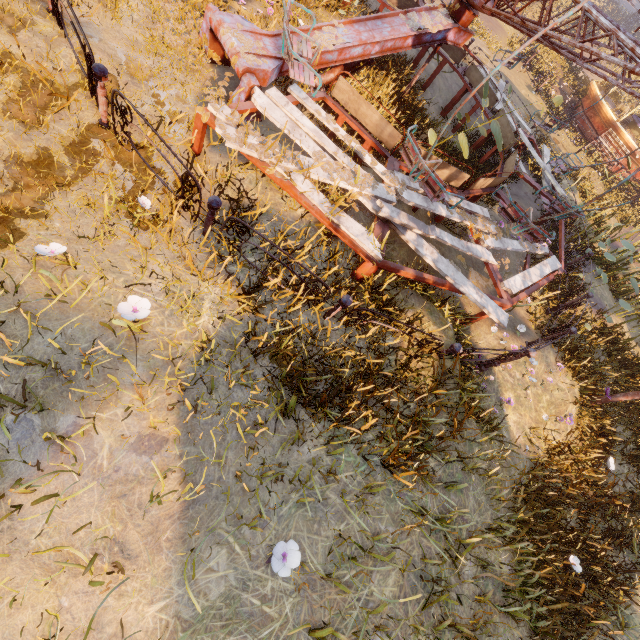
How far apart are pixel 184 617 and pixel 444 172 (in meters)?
7.48

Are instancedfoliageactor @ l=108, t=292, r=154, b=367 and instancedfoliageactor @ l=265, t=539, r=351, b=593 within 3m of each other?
yes

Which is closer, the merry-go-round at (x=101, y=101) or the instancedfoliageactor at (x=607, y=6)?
the merry-go-round at (x=101, y=101)

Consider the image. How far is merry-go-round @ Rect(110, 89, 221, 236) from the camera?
3.7 meters

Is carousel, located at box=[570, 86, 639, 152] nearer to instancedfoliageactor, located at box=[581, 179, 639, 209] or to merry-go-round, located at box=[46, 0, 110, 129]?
instancedfoliageactor, located at box=[581, 179, 639, 209]

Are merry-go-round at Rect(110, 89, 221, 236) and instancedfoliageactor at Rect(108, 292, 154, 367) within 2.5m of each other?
yes

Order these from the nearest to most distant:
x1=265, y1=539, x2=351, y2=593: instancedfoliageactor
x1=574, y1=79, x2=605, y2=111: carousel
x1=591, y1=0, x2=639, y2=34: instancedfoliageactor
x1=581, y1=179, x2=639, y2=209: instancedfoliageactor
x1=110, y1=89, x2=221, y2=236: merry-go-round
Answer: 1. x1=265, y1=539, x2=351, y2=593: instancedfoliageactor
2. x1=110, y1=89, x2=221, y2=236: merry-go-round
3. x1=581, y1=179, x2=639, y2=209: instancedfoliageactor
4. x1=574, y1=79, x2=605, y2=111: carousel
5. x1=591, y1=0, x2=639, y2=34: instancedfoliageactor

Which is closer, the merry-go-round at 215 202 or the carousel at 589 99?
the merry-go-round at 215 202
